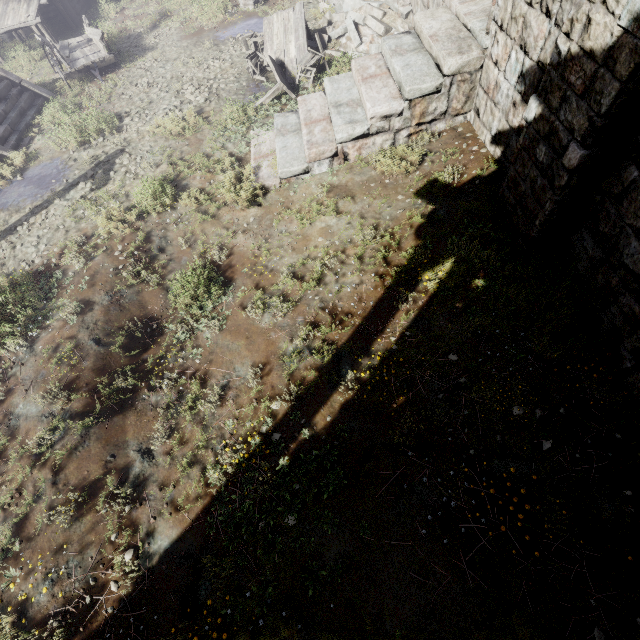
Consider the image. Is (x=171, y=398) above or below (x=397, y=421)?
below

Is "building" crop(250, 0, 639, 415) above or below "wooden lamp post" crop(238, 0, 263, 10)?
above

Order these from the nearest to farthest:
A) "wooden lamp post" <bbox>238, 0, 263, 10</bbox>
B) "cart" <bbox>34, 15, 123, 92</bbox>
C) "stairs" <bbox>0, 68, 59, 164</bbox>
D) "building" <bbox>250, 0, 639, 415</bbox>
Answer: "building" <bbox>250, 0, 639, 415</bbox> → "stairs" <bbox>0, 68, 59, 164</bbox> → "cart" <bbox>34, 15, 123, 92</bbox> → "wooden lamp post" <bbox>238, 0, 263, 10</bbox>

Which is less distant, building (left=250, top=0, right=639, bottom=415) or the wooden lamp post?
building (left=250, top=0, right=639, bottom=415)

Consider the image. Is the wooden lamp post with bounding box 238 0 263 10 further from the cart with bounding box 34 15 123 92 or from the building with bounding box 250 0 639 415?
the cart with bounding box 34 15 123 92

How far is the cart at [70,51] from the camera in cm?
1185

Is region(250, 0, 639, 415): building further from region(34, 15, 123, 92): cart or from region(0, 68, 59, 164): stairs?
region(0, 68, 59, 164): stairs

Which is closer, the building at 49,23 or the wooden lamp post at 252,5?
the wooden lamp post at 252,5
